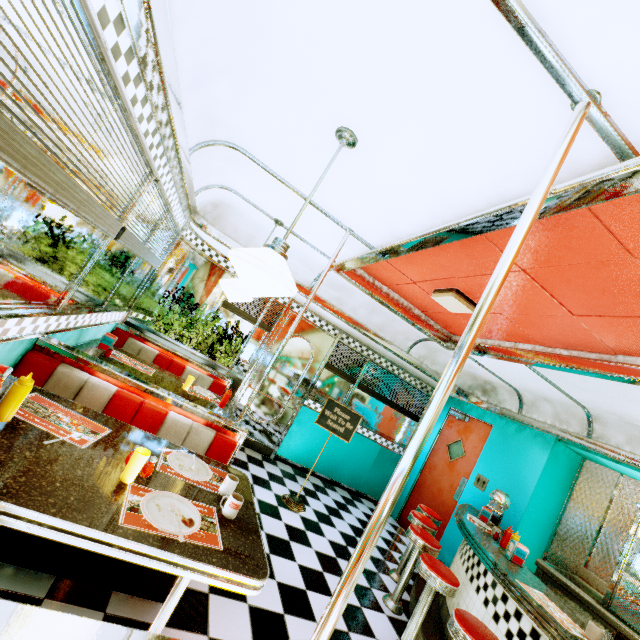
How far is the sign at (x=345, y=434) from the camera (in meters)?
4.51

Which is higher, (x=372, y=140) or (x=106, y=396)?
(x=372, y=140)

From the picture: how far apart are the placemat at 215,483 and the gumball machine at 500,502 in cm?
407

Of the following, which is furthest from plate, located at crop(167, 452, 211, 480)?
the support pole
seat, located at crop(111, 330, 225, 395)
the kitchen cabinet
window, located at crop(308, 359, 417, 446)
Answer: the kitchen cabinet

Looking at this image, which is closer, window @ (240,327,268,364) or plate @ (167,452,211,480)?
plate @ (167,452,211,480)

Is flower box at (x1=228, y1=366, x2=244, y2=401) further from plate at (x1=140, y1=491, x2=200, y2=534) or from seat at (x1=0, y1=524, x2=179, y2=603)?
plate at (x1=140, y1=491, x2=200, y2=534)

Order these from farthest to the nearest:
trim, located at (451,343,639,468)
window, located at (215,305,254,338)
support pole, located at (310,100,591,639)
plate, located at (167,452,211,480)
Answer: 1. window, located at (215,305,254,338)
2. trim, located at (451,343,639,468)
3. plate, located at (167,452,211,480)
4. support pole, located at (310,100,591,639)

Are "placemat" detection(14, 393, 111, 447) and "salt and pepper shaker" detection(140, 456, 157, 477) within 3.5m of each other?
yes
